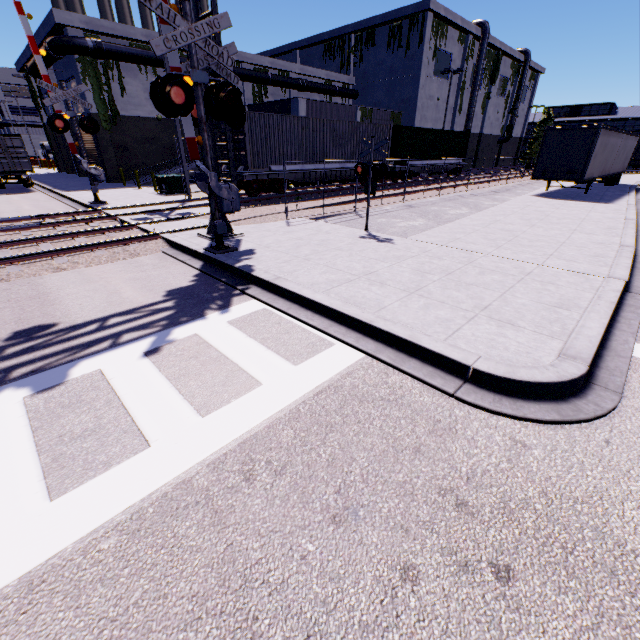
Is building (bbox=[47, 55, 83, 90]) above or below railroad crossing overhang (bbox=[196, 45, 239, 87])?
above

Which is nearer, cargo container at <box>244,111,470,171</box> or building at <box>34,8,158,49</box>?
cargo container at <box>244,111,470,171</box>

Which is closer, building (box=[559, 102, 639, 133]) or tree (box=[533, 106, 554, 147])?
building (box=[559, 102, 639, 133])

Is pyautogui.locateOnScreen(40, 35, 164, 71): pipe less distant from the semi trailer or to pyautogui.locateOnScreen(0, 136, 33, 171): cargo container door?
the semi trailer

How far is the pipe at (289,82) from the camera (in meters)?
30.48

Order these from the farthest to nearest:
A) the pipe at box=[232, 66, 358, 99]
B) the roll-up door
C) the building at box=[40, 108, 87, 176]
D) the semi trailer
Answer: the building at box=[40, 108, 87, 176]
the pipe at box=[232, 66, 358, 99]
the roll-up door
the semi trailer

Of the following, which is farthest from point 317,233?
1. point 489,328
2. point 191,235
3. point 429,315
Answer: point 489,328
